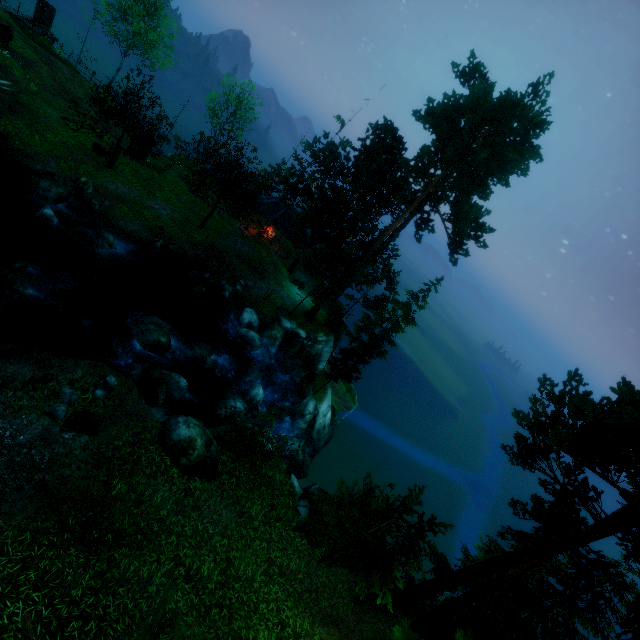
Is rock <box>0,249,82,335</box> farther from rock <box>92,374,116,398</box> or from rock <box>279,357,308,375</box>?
rock <box>279,357,308,375</box>

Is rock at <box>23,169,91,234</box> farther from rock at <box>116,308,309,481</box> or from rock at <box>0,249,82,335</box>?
rock at <box>116,308,309,481</box>

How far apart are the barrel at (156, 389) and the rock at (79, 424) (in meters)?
4.13

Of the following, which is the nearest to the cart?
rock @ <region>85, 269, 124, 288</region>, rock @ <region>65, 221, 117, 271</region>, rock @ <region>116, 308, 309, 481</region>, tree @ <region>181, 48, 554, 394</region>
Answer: tree @ <region>181, 48, 554, 394</region>

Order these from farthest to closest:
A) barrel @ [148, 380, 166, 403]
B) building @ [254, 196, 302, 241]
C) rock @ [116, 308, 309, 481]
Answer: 1. building @ [254, 196, 302, 241]
2. barrel @ [148, 380, 166, 403]
3. rock @ [116, 308, 309, 481]

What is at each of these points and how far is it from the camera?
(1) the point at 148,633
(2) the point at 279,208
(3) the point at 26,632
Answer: (1) tree, 2.5 meters
(2) building, 31.9 meters
(3) log, 6.7 meters

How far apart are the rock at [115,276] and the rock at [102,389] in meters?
10.1 m

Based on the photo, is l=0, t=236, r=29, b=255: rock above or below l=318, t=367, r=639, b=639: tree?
below
